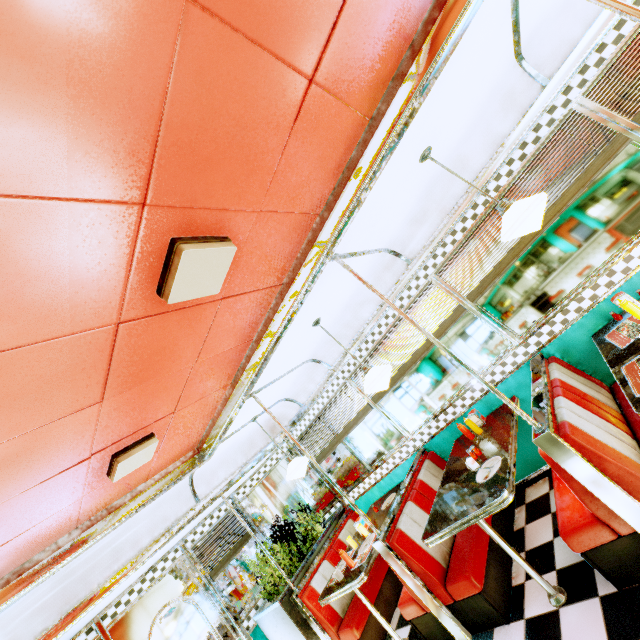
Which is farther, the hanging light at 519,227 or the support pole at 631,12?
the hanging light at 519,227

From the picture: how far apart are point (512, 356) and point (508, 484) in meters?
1.7

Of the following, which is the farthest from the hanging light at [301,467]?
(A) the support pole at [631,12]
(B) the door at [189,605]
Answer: (A) the support pole at [631,12]

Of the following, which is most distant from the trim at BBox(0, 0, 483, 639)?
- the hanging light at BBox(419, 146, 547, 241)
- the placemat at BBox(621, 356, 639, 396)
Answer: the placemat at BBox(621, 356, 639, 396)

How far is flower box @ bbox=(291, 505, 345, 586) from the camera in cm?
450

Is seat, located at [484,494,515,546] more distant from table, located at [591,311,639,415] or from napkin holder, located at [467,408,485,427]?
table, located at [591,311,639,415]

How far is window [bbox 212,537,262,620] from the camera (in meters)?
4.70

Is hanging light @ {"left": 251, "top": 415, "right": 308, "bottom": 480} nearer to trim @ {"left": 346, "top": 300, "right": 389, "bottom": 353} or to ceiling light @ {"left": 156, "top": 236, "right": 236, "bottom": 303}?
trim @ {"left": 346, "top": 300, "right": 389, "bottom": 353}
